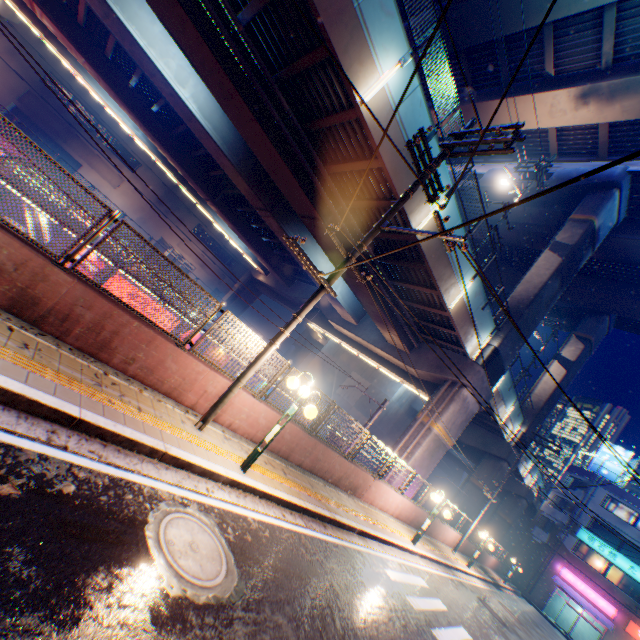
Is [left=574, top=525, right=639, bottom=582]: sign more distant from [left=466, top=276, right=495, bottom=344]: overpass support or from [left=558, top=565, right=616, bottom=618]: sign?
[left=466, top=276, right=495, bottom=344]: overpass support

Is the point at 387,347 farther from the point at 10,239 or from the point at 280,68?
the point at 10,239

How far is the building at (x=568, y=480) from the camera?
37.1m

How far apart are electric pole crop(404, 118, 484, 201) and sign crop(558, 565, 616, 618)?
45.4m

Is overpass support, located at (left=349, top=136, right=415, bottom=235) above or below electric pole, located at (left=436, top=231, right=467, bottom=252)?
above

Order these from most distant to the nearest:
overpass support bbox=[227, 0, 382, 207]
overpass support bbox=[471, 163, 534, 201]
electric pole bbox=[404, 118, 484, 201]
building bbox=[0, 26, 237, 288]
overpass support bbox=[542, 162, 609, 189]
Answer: building bbox=[0, 26, 237, 288], overpass support bbox=[471, 163, 534, 201], overpass support bbox=[542, 162, 609, 189], overpass support bbox=[227, 0, 382, 207], electric pole bbox=[404, 118, 484, 201]

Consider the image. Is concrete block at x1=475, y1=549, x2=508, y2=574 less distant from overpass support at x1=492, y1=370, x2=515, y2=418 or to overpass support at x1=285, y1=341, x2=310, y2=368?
overpass support at x1=492, y1=370, x2=515, y2=418

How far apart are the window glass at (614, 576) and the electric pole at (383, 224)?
45.9m
